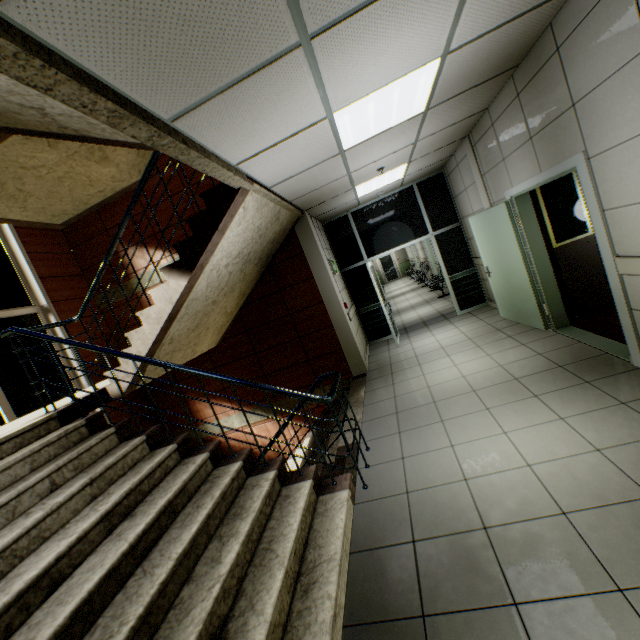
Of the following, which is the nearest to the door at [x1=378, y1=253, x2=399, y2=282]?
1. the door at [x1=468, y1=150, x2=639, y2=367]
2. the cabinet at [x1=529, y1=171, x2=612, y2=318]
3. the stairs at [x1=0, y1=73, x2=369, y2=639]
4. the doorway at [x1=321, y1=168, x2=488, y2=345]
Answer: the doorway at [x1=321, y1=168, x2=488, y2=345]

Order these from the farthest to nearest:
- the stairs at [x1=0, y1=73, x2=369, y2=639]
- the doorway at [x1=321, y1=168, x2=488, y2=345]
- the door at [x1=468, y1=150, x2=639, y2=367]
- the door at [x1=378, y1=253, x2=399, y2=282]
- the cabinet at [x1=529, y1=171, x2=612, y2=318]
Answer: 1. the door at [x1=378, y1=253, x2=399, y2=282]
2. the doorway at [x1=321, y1=168, x2=488, y2=345]
3. the cabinet at [x1=529, y1=171, x2=612, y2=318]
4. the door at [x1=468, y1=150, x2=639, y2=367]
5. the stairs at [x1=0, y1=73, x2=369, y2=639]

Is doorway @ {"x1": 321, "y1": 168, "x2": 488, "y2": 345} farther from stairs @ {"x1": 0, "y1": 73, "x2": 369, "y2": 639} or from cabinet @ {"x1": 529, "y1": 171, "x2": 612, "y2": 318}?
cabinet @ {"x1": 529, "y1": 171, "x2": 612, "y2": 318}

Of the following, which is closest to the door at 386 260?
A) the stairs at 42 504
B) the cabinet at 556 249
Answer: the stairs at 42 504

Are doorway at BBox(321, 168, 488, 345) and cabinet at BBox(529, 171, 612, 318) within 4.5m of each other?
yes

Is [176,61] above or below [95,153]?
below

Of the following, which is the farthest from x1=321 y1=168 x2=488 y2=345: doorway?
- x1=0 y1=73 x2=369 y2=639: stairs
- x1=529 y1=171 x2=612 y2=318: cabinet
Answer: x1=529 y1=171 x2=612 y2=318: cabinet

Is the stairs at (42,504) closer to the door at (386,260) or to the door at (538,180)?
the door at (538,180)
